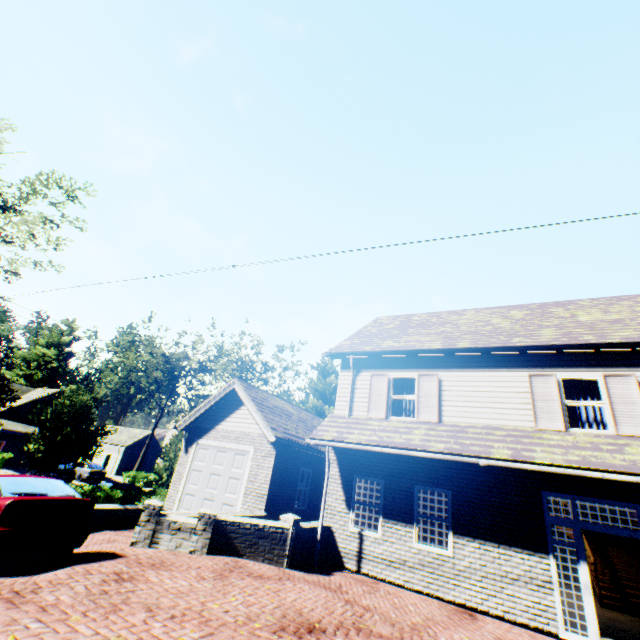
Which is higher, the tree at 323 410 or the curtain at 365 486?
the tree at 323 410

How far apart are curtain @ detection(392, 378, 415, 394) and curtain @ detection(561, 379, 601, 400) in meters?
3.3

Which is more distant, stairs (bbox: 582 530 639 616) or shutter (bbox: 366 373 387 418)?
shutter (bbox: 366 373 387 418)

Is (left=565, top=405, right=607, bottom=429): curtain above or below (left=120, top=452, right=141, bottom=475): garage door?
→ above

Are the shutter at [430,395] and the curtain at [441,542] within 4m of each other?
yes

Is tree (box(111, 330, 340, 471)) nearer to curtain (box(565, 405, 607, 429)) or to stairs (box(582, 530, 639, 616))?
stairs (box(582, 530, 639, 616))

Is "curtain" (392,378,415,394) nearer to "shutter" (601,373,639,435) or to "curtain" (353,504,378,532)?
"curtain" (353,504,378,532)

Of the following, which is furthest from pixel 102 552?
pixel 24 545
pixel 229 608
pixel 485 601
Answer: pixel 485 601
